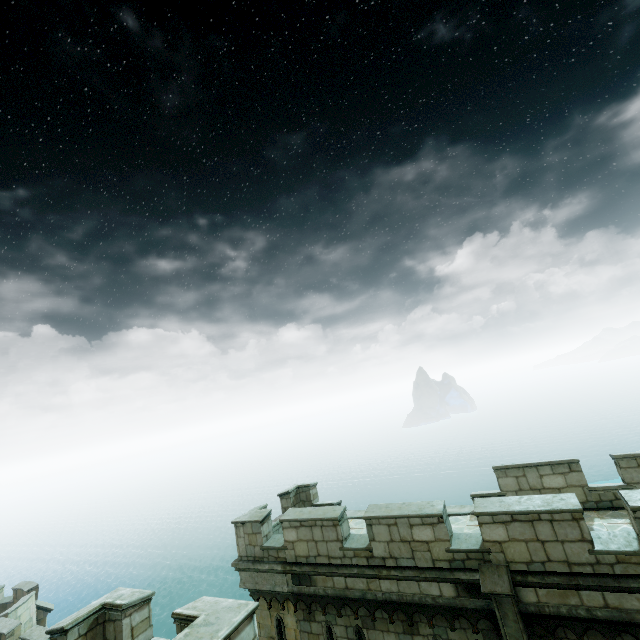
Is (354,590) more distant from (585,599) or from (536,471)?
(536,471)
